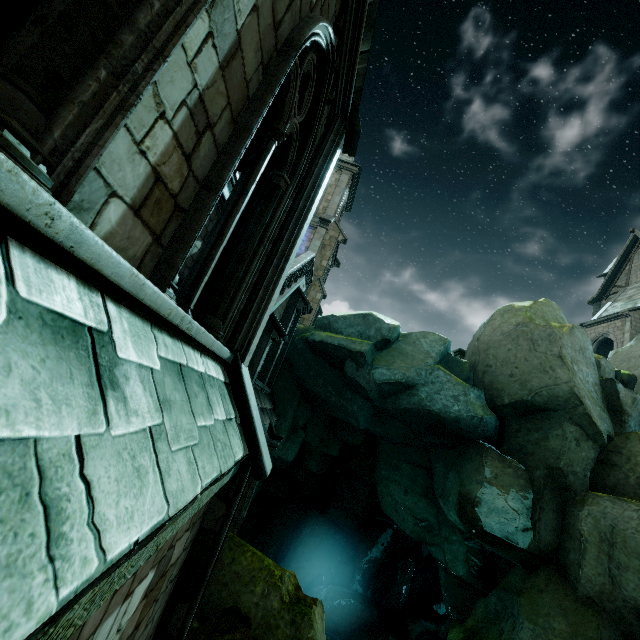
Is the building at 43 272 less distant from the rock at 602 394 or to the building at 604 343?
the rock at 602 394

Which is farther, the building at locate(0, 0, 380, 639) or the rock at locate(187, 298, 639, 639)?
the rock at locate(187, 298, 639, 639)

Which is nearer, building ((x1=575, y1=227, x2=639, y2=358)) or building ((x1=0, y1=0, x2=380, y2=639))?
building ((x1=0, y1=0, x2=380, y2=639))

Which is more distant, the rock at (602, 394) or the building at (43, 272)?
the rock at (602, 394)

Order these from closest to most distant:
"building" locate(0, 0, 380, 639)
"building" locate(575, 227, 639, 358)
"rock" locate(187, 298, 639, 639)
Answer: "building" locate(0, 0, 380, 639), "rock" locate(187, 298, 639, 639), "building" locate(575, 227, 639, 358)

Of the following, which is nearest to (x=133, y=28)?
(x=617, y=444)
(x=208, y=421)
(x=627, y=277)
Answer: (x=208, y=421)

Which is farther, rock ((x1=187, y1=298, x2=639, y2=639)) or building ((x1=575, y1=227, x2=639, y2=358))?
building ((x1=575, y1=227, x2=639, y2=358))

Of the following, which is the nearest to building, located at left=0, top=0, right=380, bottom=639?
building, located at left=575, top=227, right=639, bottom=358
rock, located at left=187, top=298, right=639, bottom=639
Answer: rock, located at left=187, top=298, right=639, bottom=639
